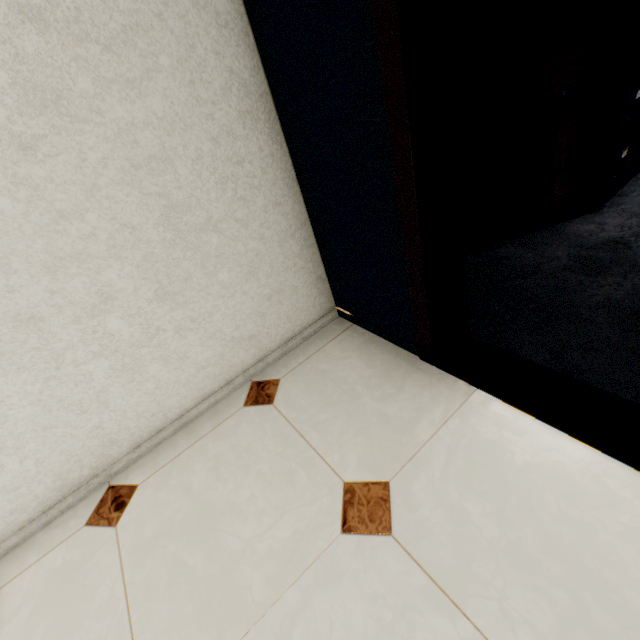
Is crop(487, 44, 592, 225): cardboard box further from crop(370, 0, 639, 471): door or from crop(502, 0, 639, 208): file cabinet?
crop(370, 0, 639, 471): door

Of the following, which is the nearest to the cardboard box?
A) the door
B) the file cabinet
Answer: the file cabinet

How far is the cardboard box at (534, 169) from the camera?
1.7 meters

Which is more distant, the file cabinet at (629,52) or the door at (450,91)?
the file cabinet at (629,52)

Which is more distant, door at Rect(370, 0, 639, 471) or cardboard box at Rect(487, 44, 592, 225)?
cardboard box at Rect(487, 44, 592, 225)

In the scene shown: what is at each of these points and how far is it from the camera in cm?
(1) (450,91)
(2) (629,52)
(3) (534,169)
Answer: (1) door, 94
(2) file cabinet, 162
(3) cardboard box, 195

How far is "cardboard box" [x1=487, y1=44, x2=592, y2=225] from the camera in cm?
168
